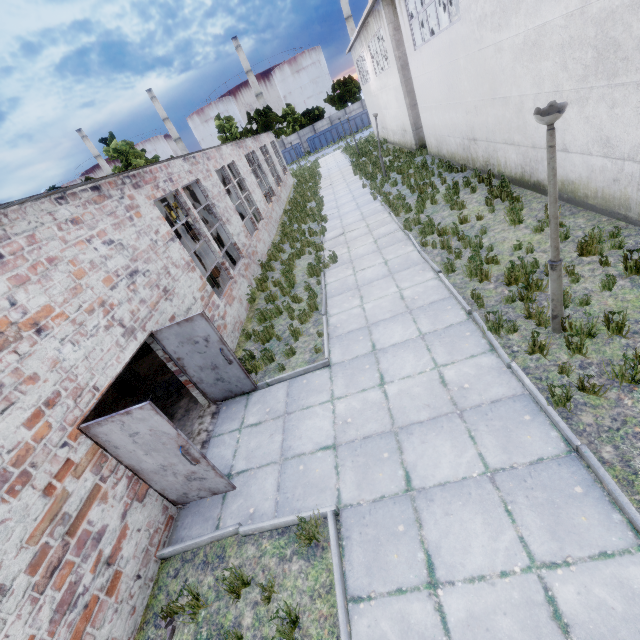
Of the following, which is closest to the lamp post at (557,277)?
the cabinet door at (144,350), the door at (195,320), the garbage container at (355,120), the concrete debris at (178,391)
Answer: the door at (195,320)

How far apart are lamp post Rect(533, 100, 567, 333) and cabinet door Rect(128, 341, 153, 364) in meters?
11.2

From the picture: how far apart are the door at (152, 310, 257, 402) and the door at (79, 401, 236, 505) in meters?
2.0 m

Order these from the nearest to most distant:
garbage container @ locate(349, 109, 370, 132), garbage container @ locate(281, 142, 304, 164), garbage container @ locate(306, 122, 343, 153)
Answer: garbage container @ locate(349, 109, 370, 132) < garbage container @ locate(306, 122, 343, 153) < garbage container @ locate(281, 142, 304, 164)

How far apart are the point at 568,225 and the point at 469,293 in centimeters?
311cm

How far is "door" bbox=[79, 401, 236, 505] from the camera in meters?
4.3

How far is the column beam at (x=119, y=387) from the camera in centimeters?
905cm

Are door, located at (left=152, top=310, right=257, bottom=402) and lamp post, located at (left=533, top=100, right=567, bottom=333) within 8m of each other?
yes
